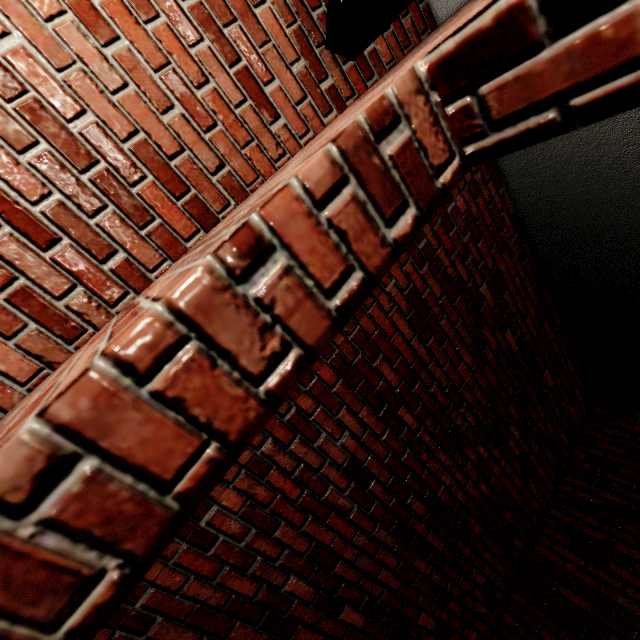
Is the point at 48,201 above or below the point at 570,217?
below
